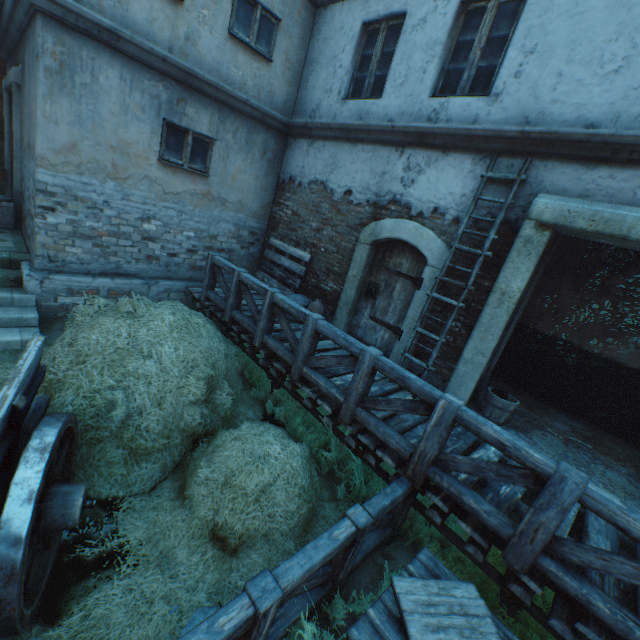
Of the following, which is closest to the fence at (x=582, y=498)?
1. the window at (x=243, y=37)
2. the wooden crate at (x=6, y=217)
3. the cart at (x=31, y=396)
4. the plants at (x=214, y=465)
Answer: the plants at (x=214, y=465)

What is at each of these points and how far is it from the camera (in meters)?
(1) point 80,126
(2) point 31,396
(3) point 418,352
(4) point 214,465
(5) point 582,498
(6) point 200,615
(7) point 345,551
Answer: (1) building, 5.20
(2) cart, 2.41
(3) building, 5.48
(4) plants, 3.32
(5) fence, 2.37
(6) ground stones, 2.59
(7) fence, 2.75

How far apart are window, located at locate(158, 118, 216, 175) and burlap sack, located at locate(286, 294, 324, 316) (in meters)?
2.98

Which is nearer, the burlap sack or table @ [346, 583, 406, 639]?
table @ [346, 583, 406, 639]

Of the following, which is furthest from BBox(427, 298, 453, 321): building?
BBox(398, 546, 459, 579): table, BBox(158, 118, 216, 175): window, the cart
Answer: the cart

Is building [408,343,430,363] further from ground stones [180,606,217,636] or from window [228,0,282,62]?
ground stones [180,606,217,636]

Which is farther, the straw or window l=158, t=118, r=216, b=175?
window l=158, t=118, r=216, b=175

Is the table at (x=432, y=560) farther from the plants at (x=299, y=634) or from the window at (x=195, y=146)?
the window at (x=195, y=146)
